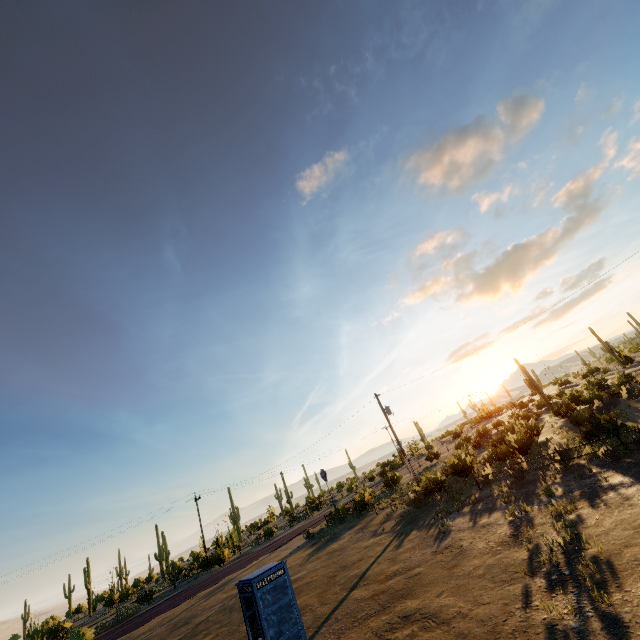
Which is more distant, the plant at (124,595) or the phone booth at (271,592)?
Answer: the plant at (124,595)

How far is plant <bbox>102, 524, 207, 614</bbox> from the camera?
38.16m

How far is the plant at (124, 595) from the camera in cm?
3816

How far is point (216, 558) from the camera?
36.5 meters

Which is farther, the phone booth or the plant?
the plant
